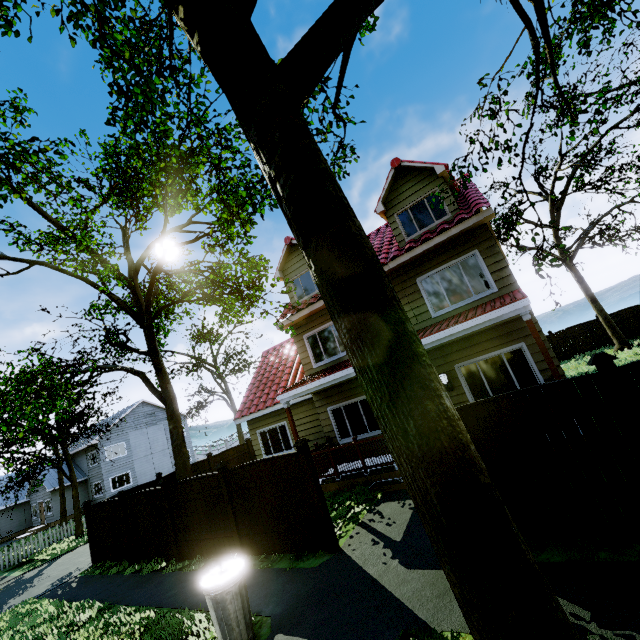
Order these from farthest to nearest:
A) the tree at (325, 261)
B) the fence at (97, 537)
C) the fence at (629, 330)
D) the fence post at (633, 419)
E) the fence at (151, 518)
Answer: the fence at (629, 330) < the fence at (97, 537) < the fence at (151, 518) < the fence post at (633, 419) < the tree at (325, 261)

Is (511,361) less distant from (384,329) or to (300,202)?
(384,329)

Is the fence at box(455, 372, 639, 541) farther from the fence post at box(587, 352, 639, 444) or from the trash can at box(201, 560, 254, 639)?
the trash can at box(201, 560, 254, 639)

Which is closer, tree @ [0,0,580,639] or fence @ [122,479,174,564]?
tree @ [0,0,580,639]

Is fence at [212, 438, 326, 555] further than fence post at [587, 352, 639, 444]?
Yes

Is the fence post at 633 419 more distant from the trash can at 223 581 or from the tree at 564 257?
the trash can at 223 581

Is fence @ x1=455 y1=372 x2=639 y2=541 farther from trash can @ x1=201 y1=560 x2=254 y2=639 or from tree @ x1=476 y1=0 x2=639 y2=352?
trash can @ x1=201 y1=560 x2=254 y2=639

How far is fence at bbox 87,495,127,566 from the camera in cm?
1112
